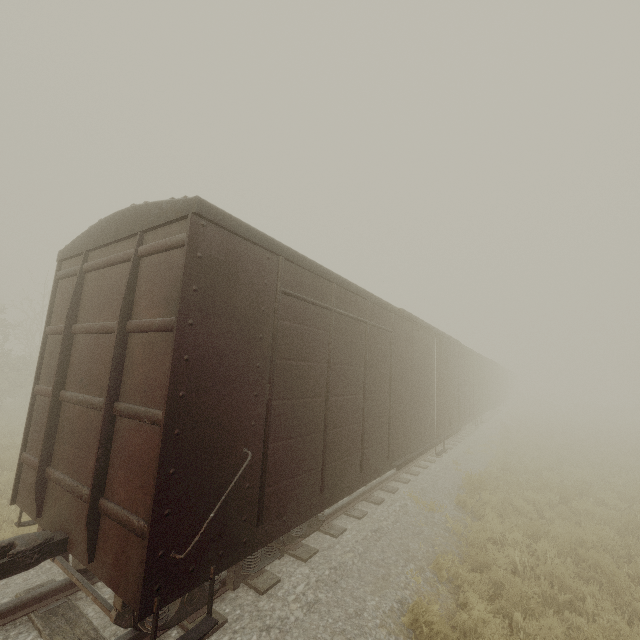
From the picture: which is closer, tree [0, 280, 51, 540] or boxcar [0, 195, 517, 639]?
boxcar [0, 195, 517, 639]

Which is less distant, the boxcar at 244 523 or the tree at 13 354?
the boxcar at 244 523

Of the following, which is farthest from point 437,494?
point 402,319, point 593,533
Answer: point 402,319
